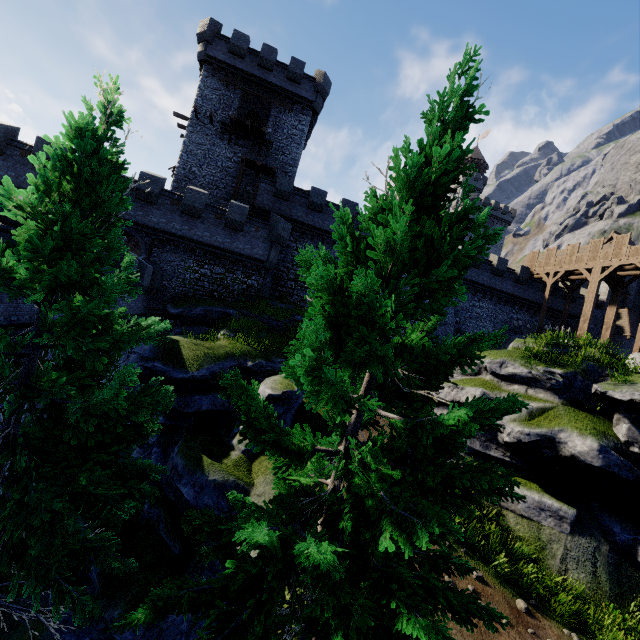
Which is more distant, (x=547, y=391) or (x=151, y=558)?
(x=547, y=391)

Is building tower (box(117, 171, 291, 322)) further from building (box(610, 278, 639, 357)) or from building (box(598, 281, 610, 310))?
building (box(598, 281, 610, 310))

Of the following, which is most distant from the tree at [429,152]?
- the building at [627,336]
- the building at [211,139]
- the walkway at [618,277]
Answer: the building at [627,336]

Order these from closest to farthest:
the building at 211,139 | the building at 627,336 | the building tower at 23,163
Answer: the building tower at 23,163, the building at 211,139, the building at 627,336

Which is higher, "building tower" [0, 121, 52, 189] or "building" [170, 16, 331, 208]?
"building" [170, 16, 331, 208]

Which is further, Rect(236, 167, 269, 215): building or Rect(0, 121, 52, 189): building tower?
Rect(236, 167, 269, 215): building

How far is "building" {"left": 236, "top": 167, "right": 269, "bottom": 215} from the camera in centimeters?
2852cm

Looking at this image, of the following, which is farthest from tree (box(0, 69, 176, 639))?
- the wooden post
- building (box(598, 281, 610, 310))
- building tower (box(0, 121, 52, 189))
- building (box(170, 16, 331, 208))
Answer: building (box(598, 281, 610, 310))
